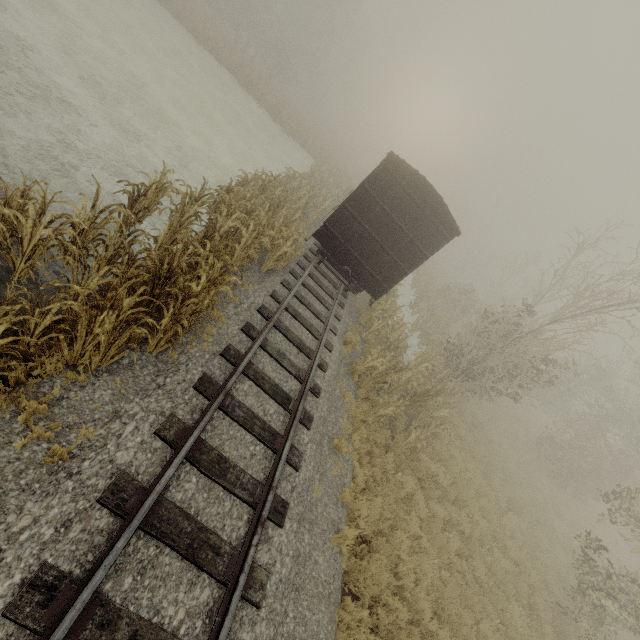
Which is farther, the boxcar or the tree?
the boxcar

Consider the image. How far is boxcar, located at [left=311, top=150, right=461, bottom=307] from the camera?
10.14m

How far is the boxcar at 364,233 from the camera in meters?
10.1

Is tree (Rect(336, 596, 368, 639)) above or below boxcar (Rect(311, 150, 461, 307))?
below

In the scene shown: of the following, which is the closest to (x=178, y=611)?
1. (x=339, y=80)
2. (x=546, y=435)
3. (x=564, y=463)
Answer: (x=564, y=463)

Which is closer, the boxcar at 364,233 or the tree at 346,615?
the tree at 346,615
